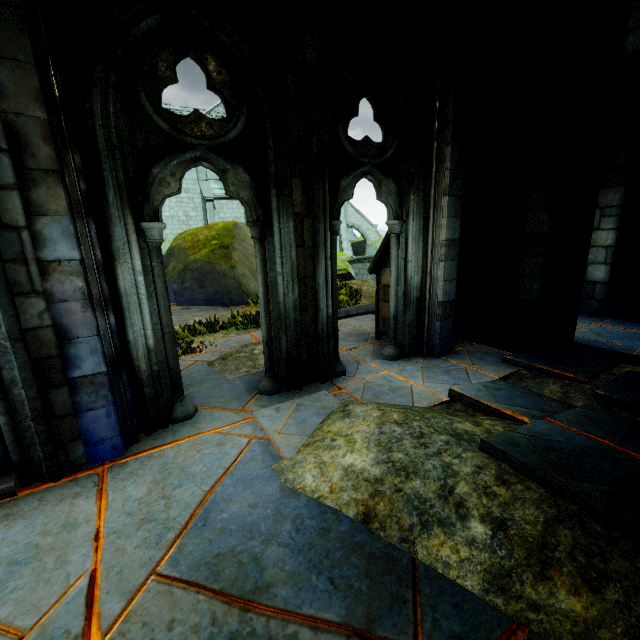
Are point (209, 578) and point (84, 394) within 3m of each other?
yes

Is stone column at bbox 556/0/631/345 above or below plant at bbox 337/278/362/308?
above

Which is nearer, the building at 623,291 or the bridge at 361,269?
the building at 623,291

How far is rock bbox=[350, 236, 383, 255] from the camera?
32.4m

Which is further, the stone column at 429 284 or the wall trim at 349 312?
the wall trim at 349 312

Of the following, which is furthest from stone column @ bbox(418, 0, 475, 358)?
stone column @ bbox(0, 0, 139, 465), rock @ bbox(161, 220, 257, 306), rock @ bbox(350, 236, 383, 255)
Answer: rock @ bbox(350, 236, 383, 255)

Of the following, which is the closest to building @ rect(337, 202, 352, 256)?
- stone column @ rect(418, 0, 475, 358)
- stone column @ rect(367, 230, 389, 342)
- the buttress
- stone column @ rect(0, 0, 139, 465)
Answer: the buttress

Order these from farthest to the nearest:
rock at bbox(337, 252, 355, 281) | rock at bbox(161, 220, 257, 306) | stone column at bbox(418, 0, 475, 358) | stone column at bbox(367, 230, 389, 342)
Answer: rock at bbox(337, 252, 355, 281) < rock at bbox(161, 220, 257, 306) < stone column at bbox(367, 230, 389, 342) < stone column at bbox(418, 0, 475, 358)
